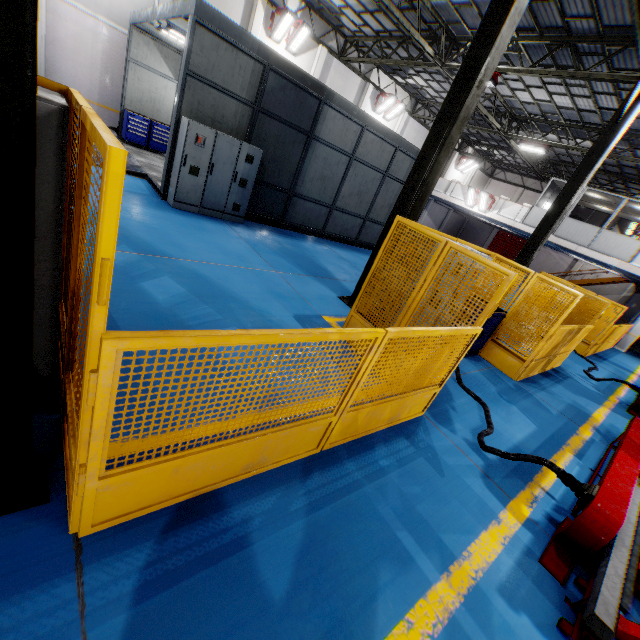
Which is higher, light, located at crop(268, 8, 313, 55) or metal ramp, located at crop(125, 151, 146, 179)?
light, located at crop(268, 8, 313, 55)

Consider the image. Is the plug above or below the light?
below

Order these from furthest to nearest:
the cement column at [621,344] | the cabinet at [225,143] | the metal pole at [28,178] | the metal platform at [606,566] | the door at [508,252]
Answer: the door at [508,252], the cement column at [621,344], the cabinet at [225,143], the metal platform at [606,566], the metal pole at [28,178]

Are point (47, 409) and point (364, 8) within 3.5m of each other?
no

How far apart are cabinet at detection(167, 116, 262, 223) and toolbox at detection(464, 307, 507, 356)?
6.6m

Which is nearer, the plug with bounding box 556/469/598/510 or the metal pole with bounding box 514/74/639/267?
the plug with bounding box 556/469/598/510

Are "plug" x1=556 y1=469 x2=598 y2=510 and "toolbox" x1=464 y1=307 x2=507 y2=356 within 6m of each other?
yes

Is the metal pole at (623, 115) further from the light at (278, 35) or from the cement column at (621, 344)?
the light at (278, 35)
